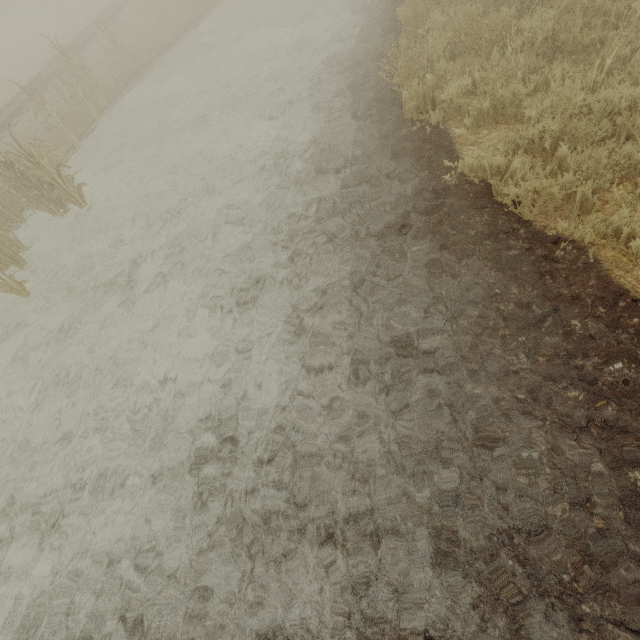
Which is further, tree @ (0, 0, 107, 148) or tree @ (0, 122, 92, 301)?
tree @ (0, 0, 107, 148)

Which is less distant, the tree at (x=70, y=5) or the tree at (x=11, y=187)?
the tree at (x=11, y=187)

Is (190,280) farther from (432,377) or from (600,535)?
(600,535)
